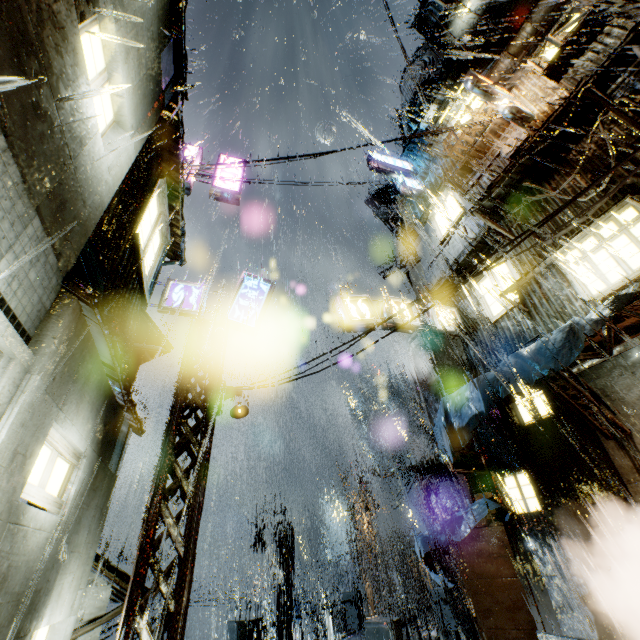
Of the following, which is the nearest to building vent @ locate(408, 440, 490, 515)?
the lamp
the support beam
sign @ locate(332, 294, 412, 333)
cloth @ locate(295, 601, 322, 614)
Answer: sign @ locate(332, 294, 412, 333)

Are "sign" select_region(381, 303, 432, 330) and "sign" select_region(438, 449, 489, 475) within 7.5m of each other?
yes

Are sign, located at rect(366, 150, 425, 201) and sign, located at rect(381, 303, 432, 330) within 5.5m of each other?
no

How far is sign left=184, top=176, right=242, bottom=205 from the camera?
13.1m

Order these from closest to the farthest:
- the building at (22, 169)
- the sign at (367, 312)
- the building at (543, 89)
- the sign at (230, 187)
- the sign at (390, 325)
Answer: the building at (22, 169) → the building at (543, 89) → the sign at (367, 312) → the sign at (390, 325) → the sign at (230, 187)

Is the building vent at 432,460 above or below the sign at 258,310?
below

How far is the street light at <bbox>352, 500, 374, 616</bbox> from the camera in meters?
20.3

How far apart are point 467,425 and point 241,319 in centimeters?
759cm
